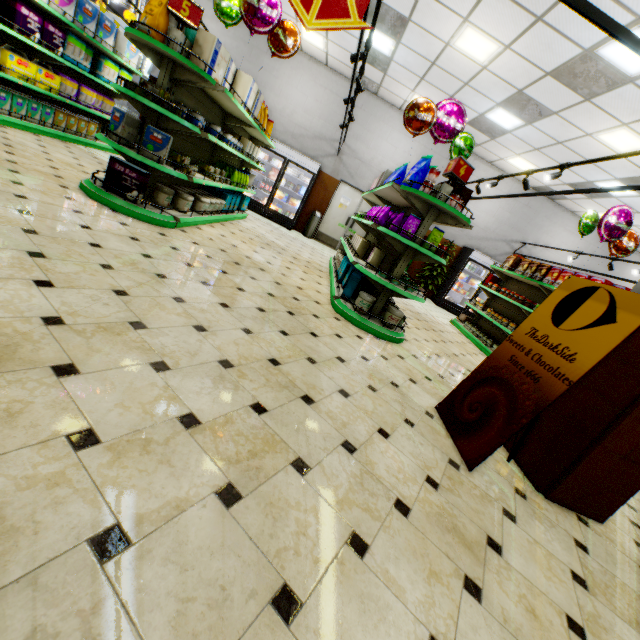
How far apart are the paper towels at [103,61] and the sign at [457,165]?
7.0m

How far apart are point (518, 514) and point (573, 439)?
0.8m

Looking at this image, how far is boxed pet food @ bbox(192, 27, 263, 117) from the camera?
4.0m

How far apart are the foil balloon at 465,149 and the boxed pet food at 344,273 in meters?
2.5 m

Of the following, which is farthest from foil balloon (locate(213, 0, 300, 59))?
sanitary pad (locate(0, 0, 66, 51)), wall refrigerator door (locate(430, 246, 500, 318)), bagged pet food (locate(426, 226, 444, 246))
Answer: wall refrigerator door (locate(430, 246, 500, 318))

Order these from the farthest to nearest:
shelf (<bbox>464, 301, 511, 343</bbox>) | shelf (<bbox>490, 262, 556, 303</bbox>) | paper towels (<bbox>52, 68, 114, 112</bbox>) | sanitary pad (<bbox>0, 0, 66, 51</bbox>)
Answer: shelf (<bbox>464, 301, 511, 343</bbox>) → shelf (<bbox>490, 262, 556, 303</bbox>) → paper towels (<bbox>52, 68, 114, 112</bbox>) → sanitary pad (<bbox>0, 0, 66, 51</bbox>)

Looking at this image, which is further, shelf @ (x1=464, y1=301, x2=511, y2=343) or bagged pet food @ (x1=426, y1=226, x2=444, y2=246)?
shelf @ (x1=464, y1=301, x2=511, y2=343)

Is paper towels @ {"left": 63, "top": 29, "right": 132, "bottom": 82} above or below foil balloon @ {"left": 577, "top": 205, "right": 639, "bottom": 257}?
below
